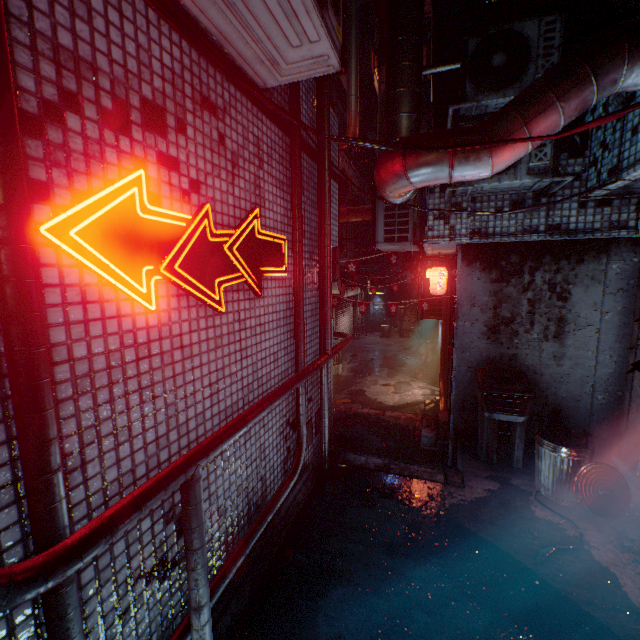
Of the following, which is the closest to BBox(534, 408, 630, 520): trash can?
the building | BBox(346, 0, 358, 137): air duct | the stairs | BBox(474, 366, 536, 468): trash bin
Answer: BBox(474, 366, 536, 468): trash bin

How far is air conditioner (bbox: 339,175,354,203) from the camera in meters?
9.1 m

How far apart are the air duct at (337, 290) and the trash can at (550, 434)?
2.9m

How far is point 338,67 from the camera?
1.9m

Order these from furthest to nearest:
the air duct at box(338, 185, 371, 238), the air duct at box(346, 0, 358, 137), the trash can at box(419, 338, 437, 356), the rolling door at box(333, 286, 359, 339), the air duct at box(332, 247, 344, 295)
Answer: the rolling door at box(333, 286, 359, 339) < the trash can at box(419, 338, 437, 356) < the air duct at box(346, 0, 358, 137) < the air duct at box(338, 185, 371, 238) < the air duct at box(332, 247, 344, 295)

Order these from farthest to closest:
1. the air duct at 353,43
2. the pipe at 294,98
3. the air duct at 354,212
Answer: the air duct at 353,43
the air duct at 354,212
the pipe at 294,98

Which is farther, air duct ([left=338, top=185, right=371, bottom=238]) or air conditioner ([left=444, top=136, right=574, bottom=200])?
air duct ([left=338, top=185, right=371, bottom=238])

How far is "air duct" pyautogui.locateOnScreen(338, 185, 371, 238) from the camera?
6.1 meters
